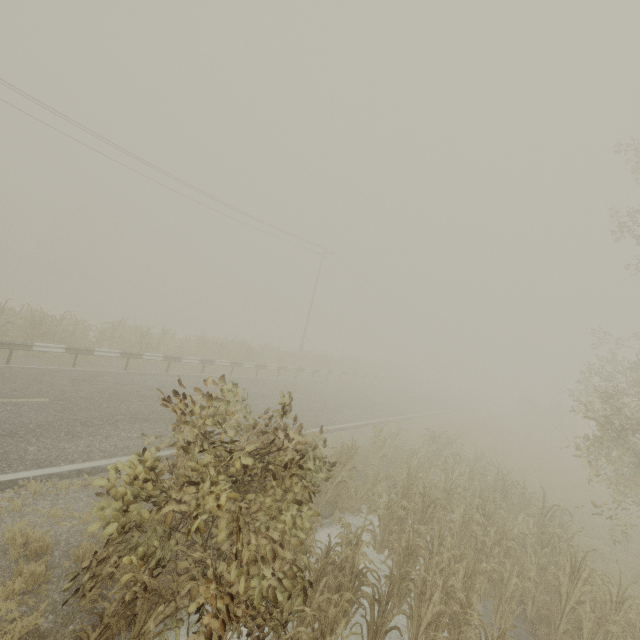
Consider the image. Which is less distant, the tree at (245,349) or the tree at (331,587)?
the tree at (331,587)

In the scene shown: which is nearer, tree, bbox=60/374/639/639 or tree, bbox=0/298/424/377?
tree, bbox=60/374/639/639

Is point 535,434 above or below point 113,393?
below
